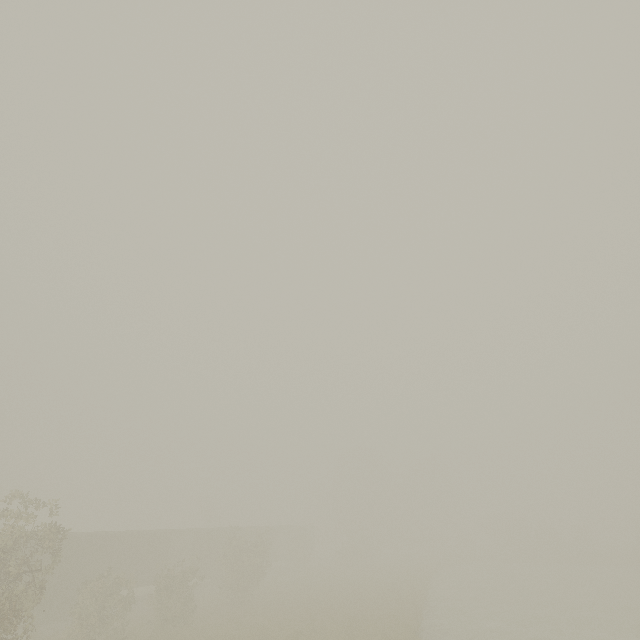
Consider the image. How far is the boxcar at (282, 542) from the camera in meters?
38.8

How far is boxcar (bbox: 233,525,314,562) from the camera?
38.8m

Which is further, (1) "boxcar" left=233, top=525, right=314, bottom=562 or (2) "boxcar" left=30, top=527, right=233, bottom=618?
(1) "boxcar" left=233, top=525, right=314, bottom=562

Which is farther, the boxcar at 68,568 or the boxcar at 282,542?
the boxcar at 282,542

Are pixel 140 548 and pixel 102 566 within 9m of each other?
yes
